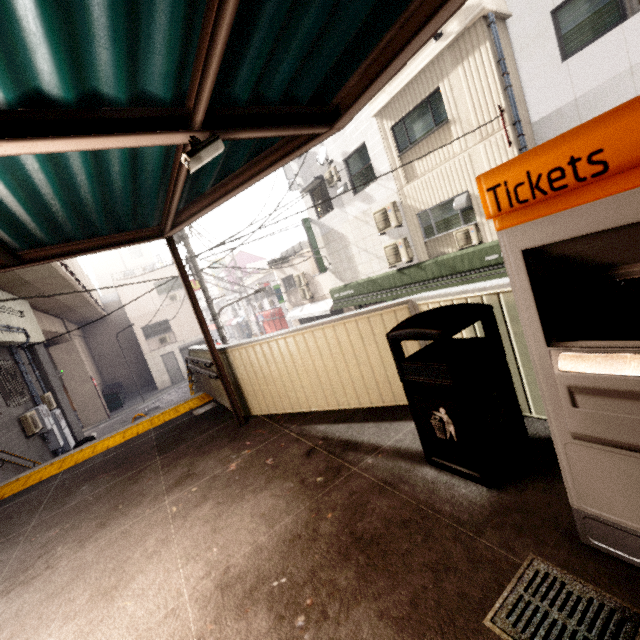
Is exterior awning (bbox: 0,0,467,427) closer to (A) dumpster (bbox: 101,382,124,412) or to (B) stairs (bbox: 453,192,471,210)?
(B) stairs (bbox: 453,192,471,210)

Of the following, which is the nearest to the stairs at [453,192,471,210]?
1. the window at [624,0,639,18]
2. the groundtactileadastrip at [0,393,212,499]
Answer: the window at [624,0,639,18]

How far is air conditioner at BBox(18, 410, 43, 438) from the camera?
8.83m

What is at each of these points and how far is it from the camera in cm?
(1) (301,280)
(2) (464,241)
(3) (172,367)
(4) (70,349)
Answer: (1) air conditioner, 2050
(2) air conditioner, 998
(3) door, 2555
(4) concrete pillar, 2034

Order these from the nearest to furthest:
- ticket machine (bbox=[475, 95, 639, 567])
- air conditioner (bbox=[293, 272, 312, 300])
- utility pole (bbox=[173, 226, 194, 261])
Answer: ticket machine (bbox=[475, 95, 639, 567]) → utility pole (bbox=[173, 226, 194, 261]) → air conditioner (bbox=[293, 272, 312, 300])

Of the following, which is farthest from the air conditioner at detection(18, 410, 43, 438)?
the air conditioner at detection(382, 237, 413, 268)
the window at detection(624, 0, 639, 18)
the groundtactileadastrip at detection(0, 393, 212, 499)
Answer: the window at detection(624, 0, 639, 18)

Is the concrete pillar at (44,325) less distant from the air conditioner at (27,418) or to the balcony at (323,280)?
the air conditioner at (27,418)

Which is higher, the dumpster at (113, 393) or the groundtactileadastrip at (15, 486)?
the groundtactileadastrip at (15, 486)
